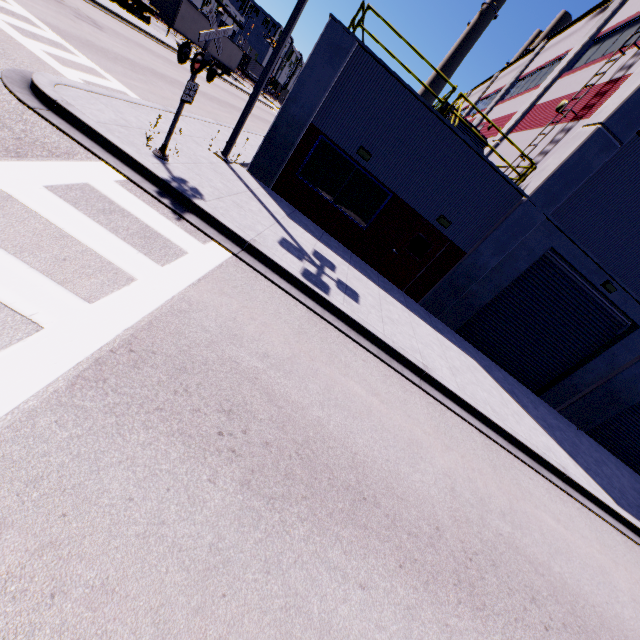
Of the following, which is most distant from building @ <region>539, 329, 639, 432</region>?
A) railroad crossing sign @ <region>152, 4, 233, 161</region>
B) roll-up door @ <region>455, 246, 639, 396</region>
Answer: A: railroad crossing sign @ <region>152, 4, 233, 161</region>

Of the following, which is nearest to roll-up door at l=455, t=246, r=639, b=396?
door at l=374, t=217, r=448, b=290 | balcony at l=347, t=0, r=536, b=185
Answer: door at l=374, t=217, r=448, b=290

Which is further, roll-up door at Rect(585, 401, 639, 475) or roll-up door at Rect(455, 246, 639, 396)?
roll-up door at Rect(585, 401, 639, 475)

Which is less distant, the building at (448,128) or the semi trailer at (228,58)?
the building at (448,128)

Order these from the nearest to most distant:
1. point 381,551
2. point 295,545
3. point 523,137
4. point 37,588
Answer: point 37,588
point 295,545
point 381,551
point 523,137

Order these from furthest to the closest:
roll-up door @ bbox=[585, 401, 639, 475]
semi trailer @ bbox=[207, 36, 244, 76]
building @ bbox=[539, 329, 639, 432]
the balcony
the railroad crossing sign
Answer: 1. semi trailer @ bbox=[207, 36, 244, 76]
2. roll-up door @ bbox=[585, 401, 639, 475]
3. building @ bbox=[539, 329, 639, 432]
4. the balcony
5. the railroad crossing sign

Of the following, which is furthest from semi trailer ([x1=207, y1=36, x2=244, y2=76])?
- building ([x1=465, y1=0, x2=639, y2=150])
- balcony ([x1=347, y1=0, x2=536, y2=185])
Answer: balcony ([x1=347, y1=0, x2=536, y2=185])

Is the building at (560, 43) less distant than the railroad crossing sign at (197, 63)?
No
